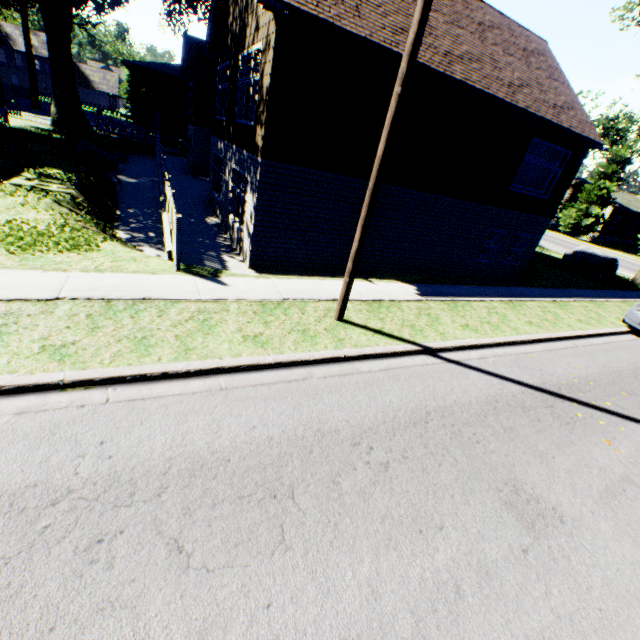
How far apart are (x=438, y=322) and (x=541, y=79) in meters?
14.2 m

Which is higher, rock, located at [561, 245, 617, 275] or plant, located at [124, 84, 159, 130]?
plant, located at [124, 84, 159, 130]

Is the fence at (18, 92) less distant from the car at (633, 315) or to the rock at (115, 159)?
the rock at (115, 159)

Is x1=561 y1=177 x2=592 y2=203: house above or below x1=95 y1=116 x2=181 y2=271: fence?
above

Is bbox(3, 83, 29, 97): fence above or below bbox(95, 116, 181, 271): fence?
below

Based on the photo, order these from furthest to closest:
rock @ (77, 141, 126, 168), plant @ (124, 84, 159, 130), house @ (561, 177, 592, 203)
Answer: house @ (561, 177, 592, 203) < plant @ (124, 84, 159, 130) < rock @ (77, 141, 126, 168)

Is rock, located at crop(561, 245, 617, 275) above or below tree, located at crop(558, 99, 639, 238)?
below

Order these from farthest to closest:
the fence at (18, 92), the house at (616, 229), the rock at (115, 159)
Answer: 1. the fence at (18, 92)
2. the house at (616, 229)
3. the rock at (115, 159)
